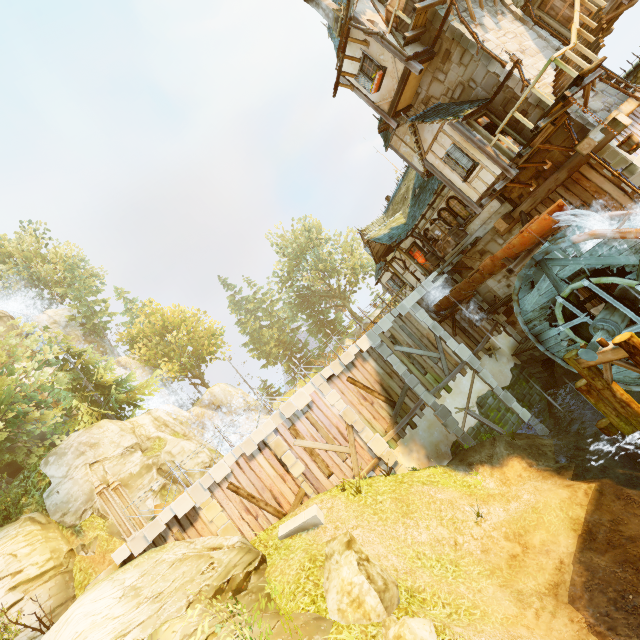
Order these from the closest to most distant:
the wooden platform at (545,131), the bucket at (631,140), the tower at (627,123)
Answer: the bucket at (631,140), the wooden platform at (545,131), the tower at (627,123)

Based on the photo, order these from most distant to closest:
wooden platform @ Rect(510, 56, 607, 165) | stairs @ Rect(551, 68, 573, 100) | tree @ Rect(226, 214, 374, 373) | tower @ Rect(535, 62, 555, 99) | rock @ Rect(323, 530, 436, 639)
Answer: tree @ Rect(226, 214, 374, 373) < tower @ Rect(535, 62, 555, 99) < stairs @ Rect(551, 68, 573, 100) < wooden platform @ Rect(510, 56, 607, 165) < rock @ Rect(323, 530, 436, 639)

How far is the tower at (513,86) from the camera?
11.5 meters

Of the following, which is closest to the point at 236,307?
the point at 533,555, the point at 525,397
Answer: the point at 525,397

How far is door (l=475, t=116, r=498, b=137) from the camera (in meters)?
12.20

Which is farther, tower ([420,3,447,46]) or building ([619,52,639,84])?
building ([619,52,639,84])

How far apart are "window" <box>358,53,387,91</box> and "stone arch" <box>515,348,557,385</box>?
13.85m

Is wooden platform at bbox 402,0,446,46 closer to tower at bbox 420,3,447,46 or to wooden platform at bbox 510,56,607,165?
tower at bbox 420,3,447,46
